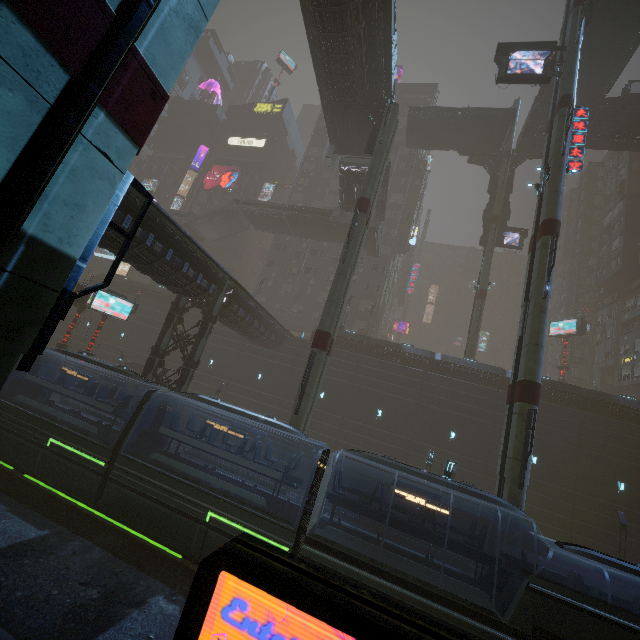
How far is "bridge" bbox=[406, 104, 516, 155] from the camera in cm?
3522

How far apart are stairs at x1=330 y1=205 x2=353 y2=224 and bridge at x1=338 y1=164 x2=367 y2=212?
0.0m

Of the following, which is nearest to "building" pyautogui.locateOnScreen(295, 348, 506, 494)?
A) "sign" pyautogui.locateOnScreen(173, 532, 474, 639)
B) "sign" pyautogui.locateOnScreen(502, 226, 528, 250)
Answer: "sign" pyautogui.locateOnScreen(173, 532, 474, 639)

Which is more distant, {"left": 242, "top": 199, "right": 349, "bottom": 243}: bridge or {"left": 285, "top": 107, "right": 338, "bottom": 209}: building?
{"left": 285, "top": 107, "right": 338, "bottom": 209}: building

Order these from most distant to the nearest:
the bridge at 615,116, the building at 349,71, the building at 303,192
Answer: the building at 303,192
the bridge at 615,116
the building at 349,71

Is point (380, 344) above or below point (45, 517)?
above

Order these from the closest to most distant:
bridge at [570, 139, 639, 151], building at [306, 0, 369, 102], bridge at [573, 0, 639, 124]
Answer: building at [306, 0, 369, 102] → bridge at [573, 0, 639, 124] → bridge at [570, 139, 639, 151]

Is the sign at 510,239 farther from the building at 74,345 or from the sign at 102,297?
the sign at 102,297
